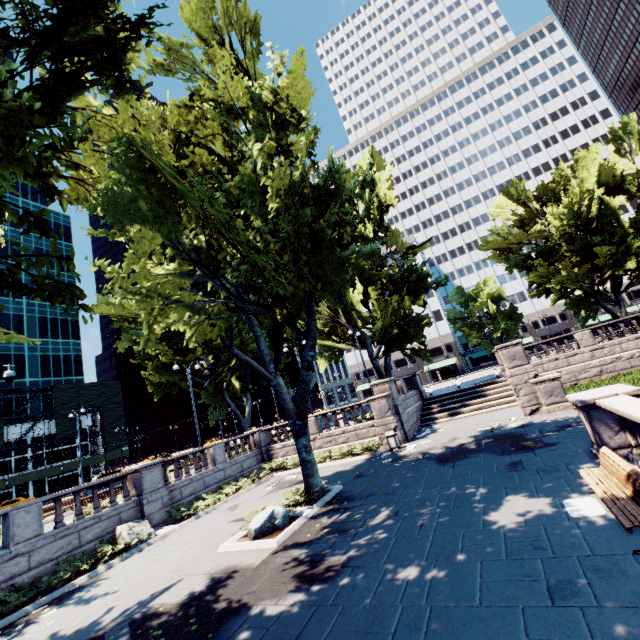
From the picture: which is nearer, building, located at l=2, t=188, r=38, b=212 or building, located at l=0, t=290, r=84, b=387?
building, located at l=0, t=290, r=84, b=387

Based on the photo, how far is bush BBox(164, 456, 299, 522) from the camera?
16.0 meters

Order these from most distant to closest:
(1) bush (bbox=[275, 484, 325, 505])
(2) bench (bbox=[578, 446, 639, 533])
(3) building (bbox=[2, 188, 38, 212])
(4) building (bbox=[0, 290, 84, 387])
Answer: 1. (3) building (bbox=[2, 188, 38, 212])
2. (4) building (bbox=[0, 290, 84, 387])
3. (1) bush (bbox=[275, 484, 325, 505])
4. (2) bench (bbox=[578, 446, 639, 533])

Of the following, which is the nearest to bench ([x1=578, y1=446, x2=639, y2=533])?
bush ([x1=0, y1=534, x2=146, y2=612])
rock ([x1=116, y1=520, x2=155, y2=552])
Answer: bush ([x1=0, y1=534, x2=146, y2=612])

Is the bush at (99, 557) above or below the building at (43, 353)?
below

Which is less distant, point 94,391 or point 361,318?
point 361,318

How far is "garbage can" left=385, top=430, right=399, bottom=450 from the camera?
18.5 meters

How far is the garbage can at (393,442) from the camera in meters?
18.5 m
